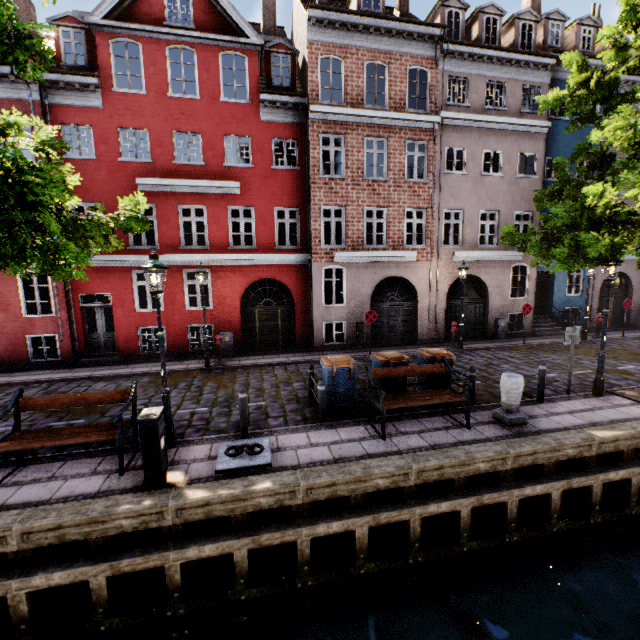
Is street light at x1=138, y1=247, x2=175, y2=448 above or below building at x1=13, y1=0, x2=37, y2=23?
below

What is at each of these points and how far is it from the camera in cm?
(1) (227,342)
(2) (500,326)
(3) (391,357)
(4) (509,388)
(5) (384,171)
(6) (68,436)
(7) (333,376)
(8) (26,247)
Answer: (1) electrical box, 1398
(2) electrical box, 1656
(3) trash bin, 809
(4) pillar, 718
(5) building, 1459
(6) bench, 572
(7) trash bin, 775
(8) tree, 579

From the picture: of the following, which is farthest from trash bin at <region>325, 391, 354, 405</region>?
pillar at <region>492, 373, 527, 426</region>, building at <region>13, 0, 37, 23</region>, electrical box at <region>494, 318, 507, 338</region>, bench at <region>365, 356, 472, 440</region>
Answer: electrical box at <region>494, 318, 507, 338</region>

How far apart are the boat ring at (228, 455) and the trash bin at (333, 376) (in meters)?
1.81

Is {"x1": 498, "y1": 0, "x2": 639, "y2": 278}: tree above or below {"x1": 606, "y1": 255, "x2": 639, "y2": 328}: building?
above

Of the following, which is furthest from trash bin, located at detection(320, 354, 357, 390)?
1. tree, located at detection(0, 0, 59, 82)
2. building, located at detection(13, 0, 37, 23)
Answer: building, located at detection(13, 0, 37, 23)

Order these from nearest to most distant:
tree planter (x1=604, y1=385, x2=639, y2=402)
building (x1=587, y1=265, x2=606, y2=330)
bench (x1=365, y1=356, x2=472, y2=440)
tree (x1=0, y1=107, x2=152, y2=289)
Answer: tree (x1=0, y1=107, x2=152, y2=289) < bench (x1=365, y1=356, x2=472, y2=440) < tree planter (x1=604, y1=385, x2=639, y2=402) < building (x1=587, y1=265, x2=606, y2=330)

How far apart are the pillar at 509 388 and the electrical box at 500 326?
10.09m
